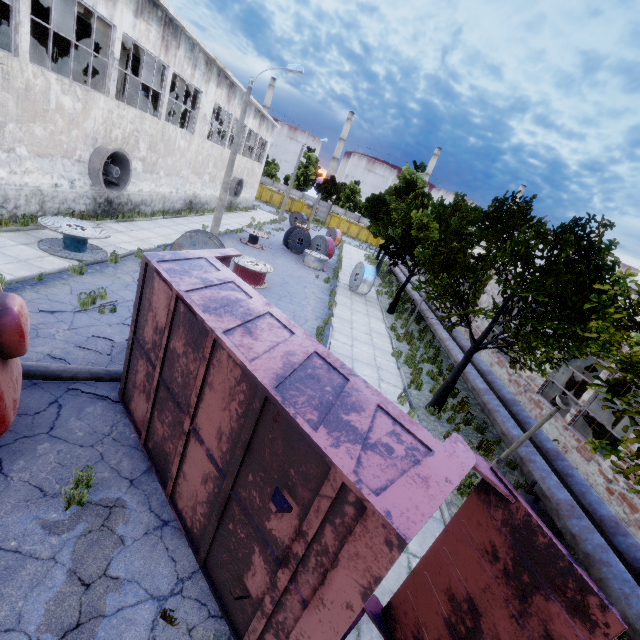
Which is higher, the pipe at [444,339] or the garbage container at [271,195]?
the garbage container at [271,195]

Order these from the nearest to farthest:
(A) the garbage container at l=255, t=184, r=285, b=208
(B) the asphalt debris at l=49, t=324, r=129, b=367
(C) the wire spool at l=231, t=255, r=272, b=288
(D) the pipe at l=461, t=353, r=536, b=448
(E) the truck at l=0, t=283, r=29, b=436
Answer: (E) the truck at l=0, t=283, r=29, b=436 → (B) the asphalt debris at l=49, t=324, r=129, b=367 → (D) the pipe at l=461, t=353, r=536, b=448 → (C) the wire spool at l=231, t=255, r=272, b=288 → (A) the garbage container at l=255, t=184, r=285, b=208

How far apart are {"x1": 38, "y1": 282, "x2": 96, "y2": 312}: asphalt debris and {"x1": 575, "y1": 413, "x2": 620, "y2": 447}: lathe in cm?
1630

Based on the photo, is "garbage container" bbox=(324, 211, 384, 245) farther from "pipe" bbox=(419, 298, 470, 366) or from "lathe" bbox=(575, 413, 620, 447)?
"lathe" bbox=(575, 413, 620, 447)

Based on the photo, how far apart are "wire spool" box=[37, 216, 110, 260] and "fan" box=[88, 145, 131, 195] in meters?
3.6 m

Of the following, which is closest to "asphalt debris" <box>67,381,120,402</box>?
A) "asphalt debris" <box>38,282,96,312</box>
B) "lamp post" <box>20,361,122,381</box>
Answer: "lamp post" <box>20,361,122,381</box>

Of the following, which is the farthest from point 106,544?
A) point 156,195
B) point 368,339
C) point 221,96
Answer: point 221,96

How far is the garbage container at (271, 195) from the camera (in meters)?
53.34
